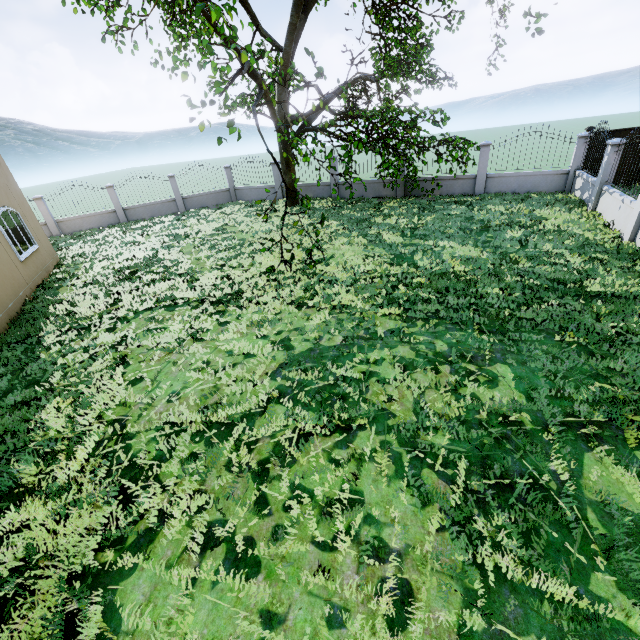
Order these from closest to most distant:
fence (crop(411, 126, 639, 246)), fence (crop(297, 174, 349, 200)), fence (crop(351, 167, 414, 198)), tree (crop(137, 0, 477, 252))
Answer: tree (crop(137, 0, 477, 252)) → fence (crop(411, 126, 639, 246)) → fence (crop(351, 167, 414, 198)) → fence (crop(297, 174, 349, 200))

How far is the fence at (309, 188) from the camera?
18.3 meters

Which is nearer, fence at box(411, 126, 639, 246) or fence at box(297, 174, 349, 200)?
fence at box(411, 126, 639, 246)

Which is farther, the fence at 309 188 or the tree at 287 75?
the fence at 309 188

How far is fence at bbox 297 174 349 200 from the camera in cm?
1831

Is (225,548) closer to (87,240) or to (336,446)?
(336,446)
